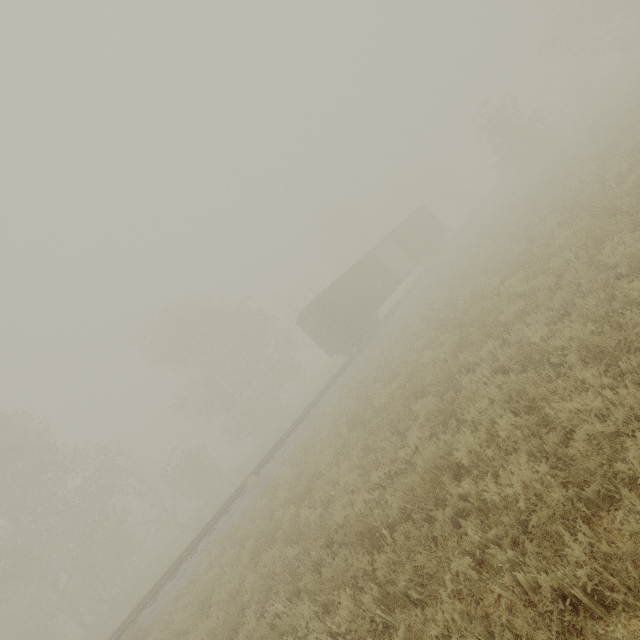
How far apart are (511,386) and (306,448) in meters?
10.0

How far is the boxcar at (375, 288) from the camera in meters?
21.8

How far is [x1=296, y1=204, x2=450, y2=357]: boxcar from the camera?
21.8m
